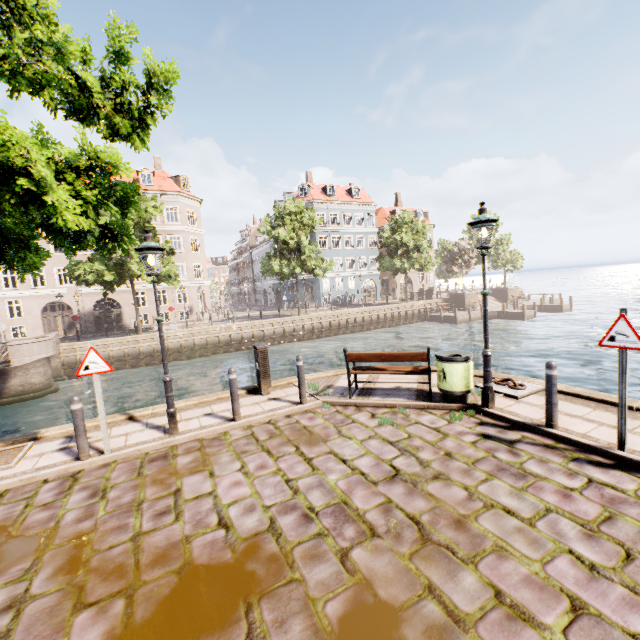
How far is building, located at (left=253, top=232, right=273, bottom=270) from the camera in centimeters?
5166cm

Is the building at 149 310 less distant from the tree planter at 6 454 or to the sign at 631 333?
the tree planter at 6 454

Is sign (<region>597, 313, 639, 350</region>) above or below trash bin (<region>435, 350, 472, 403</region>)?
above

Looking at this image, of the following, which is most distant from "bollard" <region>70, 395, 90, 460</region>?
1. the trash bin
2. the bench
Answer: the trash bin

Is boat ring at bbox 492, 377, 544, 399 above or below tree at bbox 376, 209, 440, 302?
below

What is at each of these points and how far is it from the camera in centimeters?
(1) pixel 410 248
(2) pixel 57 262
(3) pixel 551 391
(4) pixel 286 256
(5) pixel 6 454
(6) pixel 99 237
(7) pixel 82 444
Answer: (1) tree, 3519cm
(2) building, 3011cm
(3) bollard, 512cm
(4) tree, 3203cm
(5) tree planter, 589cm
(6) tree, 683cm
(7) bollard, 539cm

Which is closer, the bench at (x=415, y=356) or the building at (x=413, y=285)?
the bench at (x=415, y=356)
